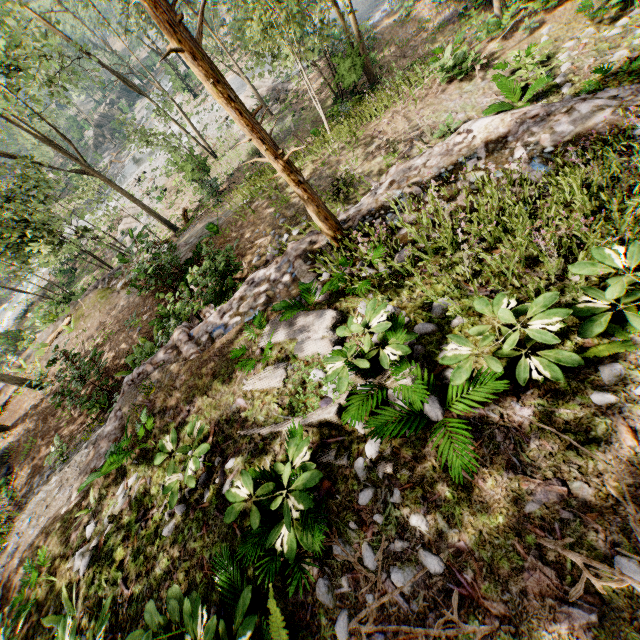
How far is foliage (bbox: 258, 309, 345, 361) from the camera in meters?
5.3 m

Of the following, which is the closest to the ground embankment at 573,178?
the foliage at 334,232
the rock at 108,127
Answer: the foliage at 334,232

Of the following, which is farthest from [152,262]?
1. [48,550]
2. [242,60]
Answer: [242,60]

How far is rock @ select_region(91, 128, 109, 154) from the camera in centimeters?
5234cm

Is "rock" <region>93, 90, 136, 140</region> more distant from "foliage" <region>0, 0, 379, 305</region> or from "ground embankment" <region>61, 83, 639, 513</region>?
"ground embankment" <region>61, 83, 639, 513</region>
